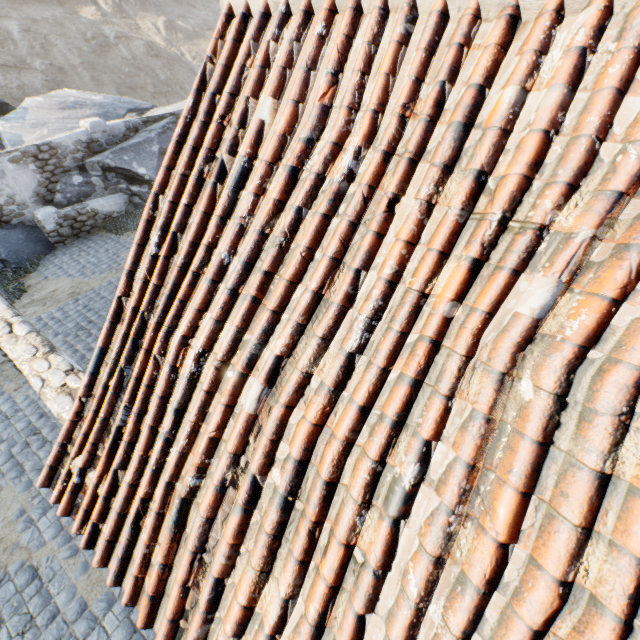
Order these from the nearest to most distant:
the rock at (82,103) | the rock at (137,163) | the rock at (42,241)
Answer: the rock at (42,241), the rock at (137,163), the rock at (82,103)

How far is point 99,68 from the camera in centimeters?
3631cm

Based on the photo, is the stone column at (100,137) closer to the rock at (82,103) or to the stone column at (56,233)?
the rock at (82,103)

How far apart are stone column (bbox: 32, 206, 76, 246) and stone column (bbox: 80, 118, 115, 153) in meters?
2.7

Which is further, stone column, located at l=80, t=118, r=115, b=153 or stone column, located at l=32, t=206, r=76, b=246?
stone column, located at l=80, t=118, r=115, b=153

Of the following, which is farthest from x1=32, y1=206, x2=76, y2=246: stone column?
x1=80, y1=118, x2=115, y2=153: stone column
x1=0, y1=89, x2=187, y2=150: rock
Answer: x1=80, y1=118, x2=115, y2=153: stone column

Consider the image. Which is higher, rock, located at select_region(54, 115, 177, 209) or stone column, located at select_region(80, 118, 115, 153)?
stone column, located at select_region(80, 118, 115, 153)

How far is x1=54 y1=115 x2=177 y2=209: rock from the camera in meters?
11.7 m
